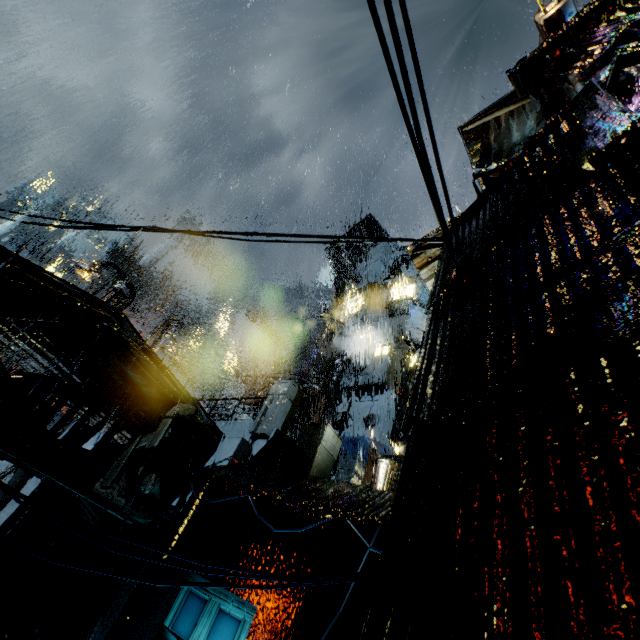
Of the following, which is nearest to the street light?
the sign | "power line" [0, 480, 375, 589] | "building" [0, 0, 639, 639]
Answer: "building" [0, 0, 639, 639]

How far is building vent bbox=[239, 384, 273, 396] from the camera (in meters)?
21.62

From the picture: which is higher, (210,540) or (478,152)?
(478,152)

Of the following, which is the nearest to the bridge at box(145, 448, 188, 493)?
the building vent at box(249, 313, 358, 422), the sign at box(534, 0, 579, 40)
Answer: the building vent at box(249, 313, 358, 422)

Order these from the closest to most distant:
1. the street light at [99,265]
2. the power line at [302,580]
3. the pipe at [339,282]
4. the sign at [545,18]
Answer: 1. the power line at [302,580]
2. the sign at [545,18]
3. the street light at [99,265]
4. the pipe at [339,282]

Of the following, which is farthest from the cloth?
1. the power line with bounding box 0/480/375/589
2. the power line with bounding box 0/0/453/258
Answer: the power line with bounding box 0/480/375/589

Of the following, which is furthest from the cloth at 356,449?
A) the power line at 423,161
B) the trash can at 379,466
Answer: the power line at 423,161

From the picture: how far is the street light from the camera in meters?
15.3 m
